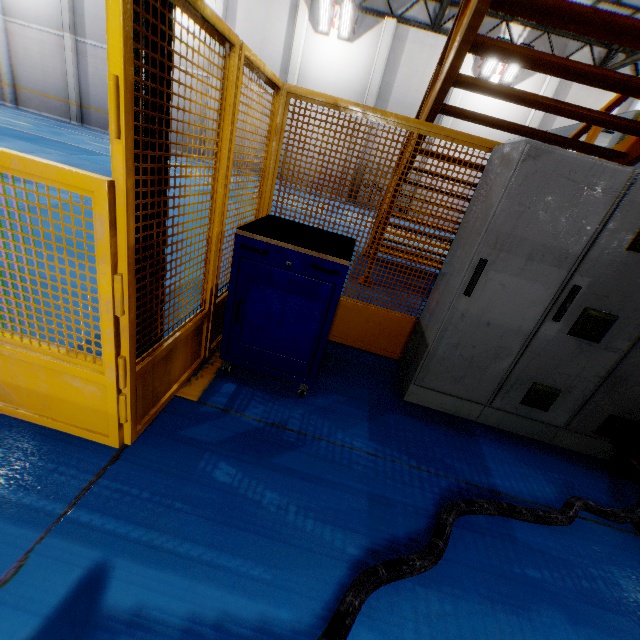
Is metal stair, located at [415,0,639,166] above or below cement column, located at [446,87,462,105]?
below

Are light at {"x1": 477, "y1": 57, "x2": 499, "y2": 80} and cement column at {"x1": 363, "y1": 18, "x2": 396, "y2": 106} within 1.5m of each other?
no

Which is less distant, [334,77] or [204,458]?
[204,458]

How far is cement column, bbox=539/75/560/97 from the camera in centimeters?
1462cm

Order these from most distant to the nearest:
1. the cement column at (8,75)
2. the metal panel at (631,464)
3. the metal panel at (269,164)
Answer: the cement column at (8,75) → the metal panel at (631,464) → the metal panel at (269,164)

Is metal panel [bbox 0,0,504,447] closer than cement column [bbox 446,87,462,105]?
Yes

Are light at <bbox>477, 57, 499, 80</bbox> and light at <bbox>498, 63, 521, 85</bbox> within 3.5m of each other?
yes

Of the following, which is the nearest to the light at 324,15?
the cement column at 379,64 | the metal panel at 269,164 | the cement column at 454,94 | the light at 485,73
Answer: the cement column at 379,64
